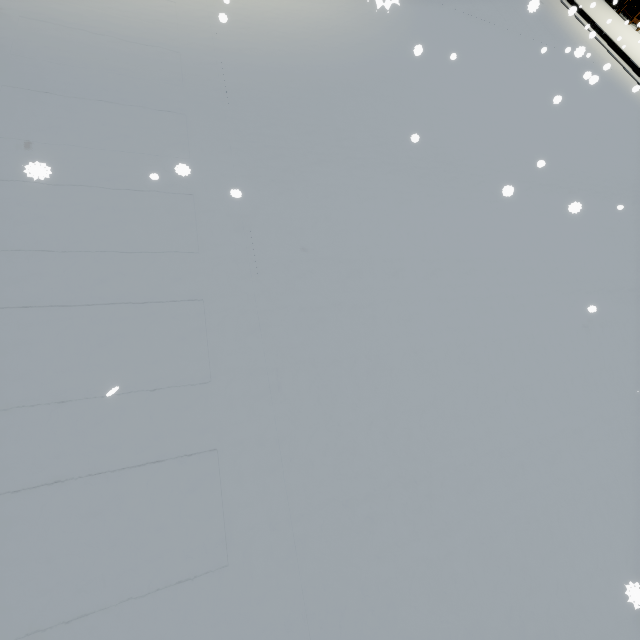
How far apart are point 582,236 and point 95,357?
8.1m
